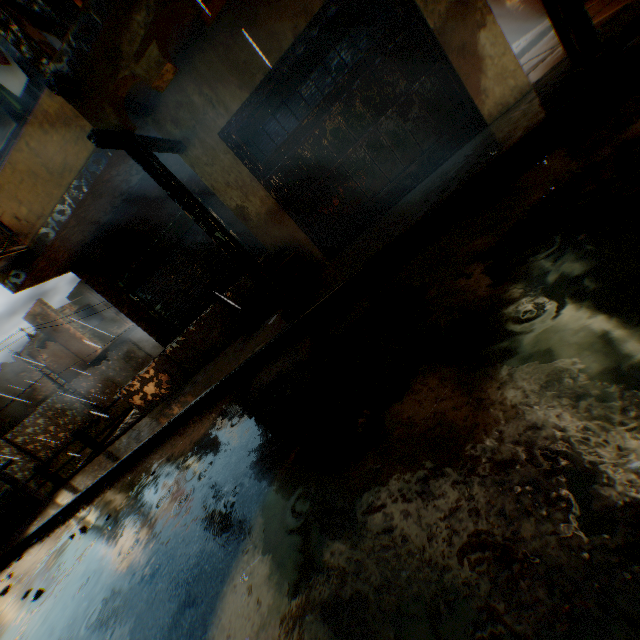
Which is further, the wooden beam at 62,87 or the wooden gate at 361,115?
the wooden gate at 361,115

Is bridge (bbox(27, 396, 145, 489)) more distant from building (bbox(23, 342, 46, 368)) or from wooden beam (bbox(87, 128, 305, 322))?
wooden beam (bbox(87, 128, 305, 322))

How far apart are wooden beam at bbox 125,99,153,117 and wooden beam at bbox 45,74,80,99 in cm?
28

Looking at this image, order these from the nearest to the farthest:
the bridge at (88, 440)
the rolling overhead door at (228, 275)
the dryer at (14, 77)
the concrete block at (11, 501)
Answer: the dryer at (14, 77)
the rolling overhead door at (228, 275)
the bridge at (88, 440)
the concrete block at (11, 501)

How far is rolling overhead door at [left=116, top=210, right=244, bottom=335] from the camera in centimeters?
776cm

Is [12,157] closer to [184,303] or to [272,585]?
[184,303]

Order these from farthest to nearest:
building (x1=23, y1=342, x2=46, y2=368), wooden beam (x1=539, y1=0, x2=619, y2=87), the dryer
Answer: building (x1=23, y1=342, x2=46, y2=368), the dryer, wooden beam (x1=539, y1=0, x2=619, y2=87)
